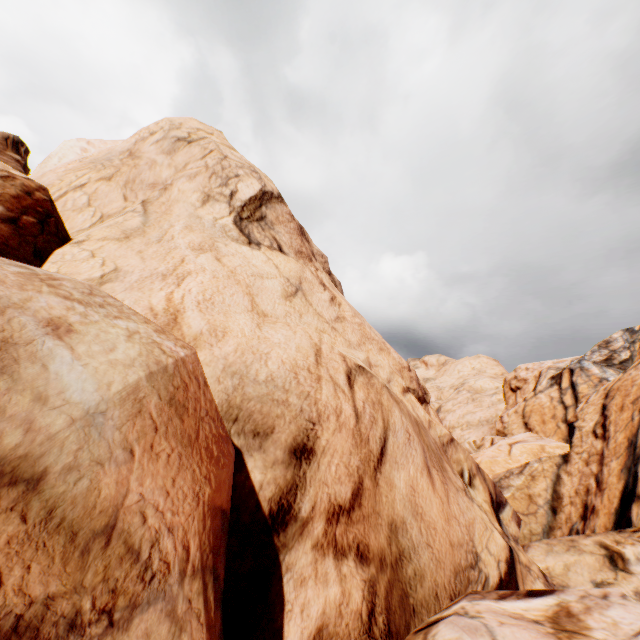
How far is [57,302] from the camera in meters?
2.7
